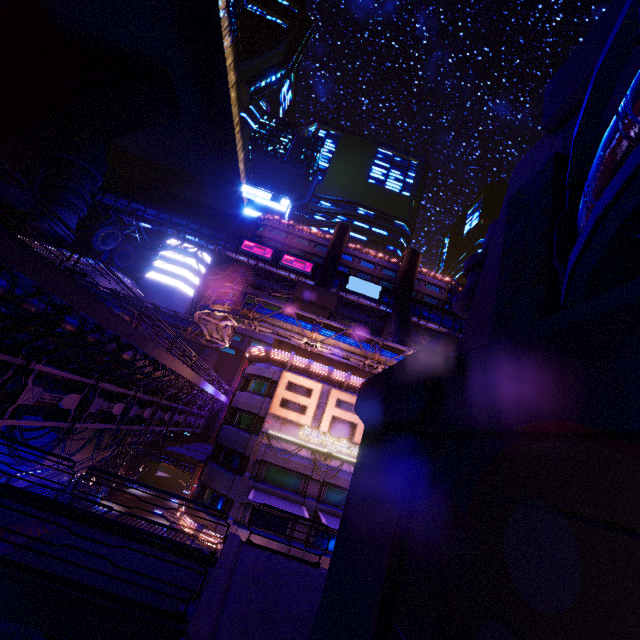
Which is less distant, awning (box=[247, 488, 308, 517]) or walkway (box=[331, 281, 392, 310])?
awning (box=[247, 488, 308, 517])

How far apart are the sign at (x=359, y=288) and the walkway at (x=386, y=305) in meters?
0.1

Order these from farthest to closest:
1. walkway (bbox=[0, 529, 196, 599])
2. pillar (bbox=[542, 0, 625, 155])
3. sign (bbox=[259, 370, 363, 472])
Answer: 1. sign (bbox=[259, 370, 363, 472])
2. walkway (bbox=[0, 529, 196, 599])
3. pillar (bbox=[542, 0, 625, 155])

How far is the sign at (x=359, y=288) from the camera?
59.1 meters

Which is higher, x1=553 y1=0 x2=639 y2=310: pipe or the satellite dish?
the satellite dish

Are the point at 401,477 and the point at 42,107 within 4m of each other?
no

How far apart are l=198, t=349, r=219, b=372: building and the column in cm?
4808

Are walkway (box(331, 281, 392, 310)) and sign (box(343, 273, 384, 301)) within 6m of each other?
yes
